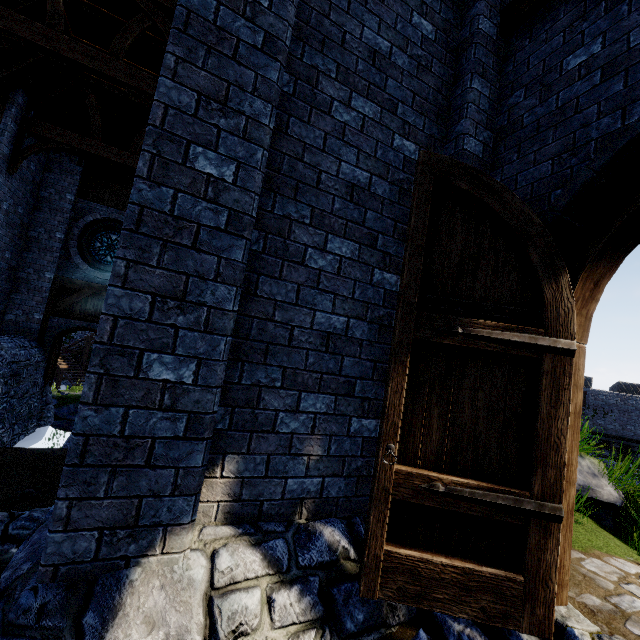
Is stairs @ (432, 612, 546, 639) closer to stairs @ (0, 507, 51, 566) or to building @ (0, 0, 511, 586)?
building @ (0, 0, 511, 586)

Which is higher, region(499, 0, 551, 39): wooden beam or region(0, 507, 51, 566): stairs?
region(499, 0, 551, 39): wooden beam

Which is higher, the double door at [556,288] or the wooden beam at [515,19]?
the wooden beam at [515,19]

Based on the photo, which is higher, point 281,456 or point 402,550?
point 281,456

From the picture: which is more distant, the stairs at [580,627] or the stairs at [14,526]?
the stairs at [14,526]

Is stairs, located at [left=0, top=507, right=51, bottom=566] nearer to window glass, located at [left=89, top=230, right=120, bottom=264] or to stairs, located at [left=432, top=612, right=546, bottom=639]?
stairs, located at [left=432, top=612, right=546, bottom=639]

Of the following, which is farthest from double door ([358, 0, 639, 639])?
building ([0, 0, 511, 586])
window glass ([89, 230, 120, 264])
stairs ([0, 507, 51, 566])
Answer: window glass ([89, 230, 120, 264])

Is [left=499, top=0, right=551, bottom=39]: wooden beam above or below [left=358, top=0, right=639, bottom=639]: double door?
above
